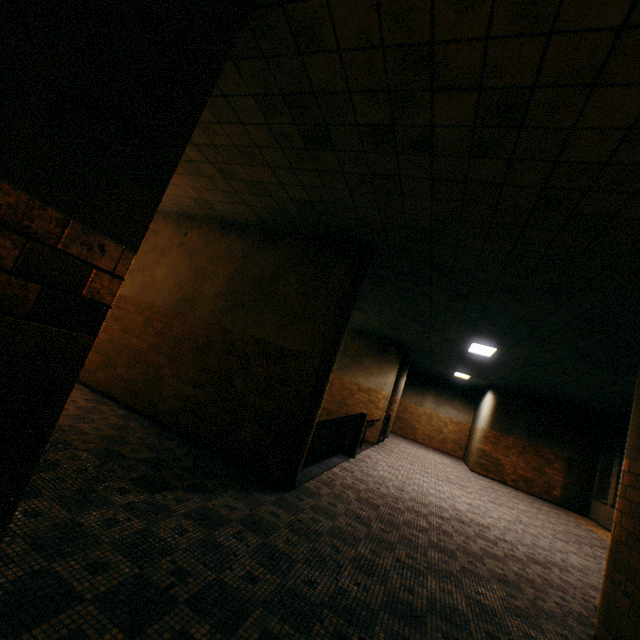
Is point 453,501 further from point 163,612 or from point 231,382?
point 163,612

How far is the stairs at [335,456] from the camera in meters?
6.3

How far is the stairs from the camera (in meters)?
6.33
